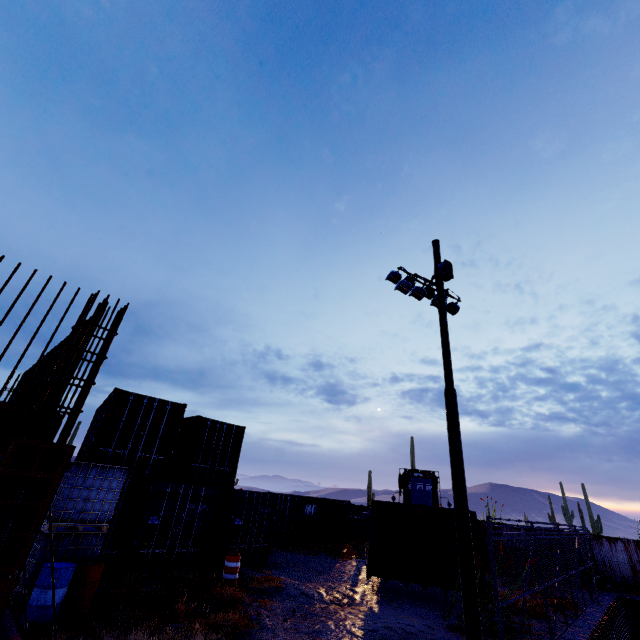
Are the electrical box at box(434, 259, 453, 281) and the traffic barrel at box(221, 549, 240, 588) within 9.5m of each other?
no

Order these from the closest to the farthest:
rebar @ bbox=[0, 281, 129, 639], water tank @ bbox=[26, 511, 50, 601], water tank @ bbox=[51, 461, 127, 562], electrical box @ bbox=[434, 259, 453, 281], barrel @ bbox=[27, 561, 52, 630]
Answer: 1. rebar @ bbox=[0, 281, 129, 639]
2. barrel @ bbox=[27, 561, 52, 630]
3. water tank @ bbox=[26, 511, 50, 601]
4. water tank @ bbox=[51, 461, 127, 562]
5. electrical box @ bbox=[434, 259, 453, 281]

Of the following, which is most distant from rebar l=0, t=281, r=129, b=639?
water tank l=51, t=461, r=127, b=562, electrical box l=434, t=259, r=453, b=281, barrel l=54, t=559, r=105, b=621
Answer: electrical box l=434, t=259, r=453, b=281

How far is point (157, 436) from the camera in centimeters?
1106cm

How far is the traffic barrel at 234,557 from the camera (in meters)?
9.58

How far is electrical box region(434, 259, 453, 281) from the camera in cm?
1080

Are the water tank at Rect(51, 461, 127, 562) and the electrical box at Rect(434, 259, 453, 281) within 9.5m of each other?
no

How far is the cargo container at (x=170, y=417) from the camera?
9.7m
